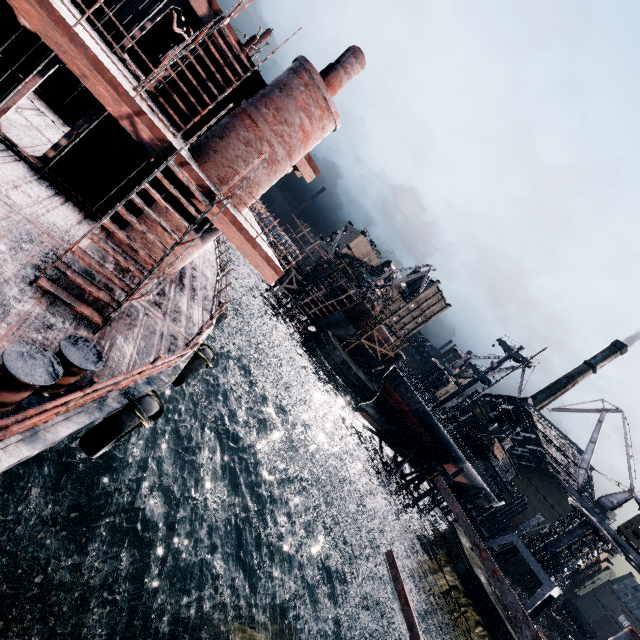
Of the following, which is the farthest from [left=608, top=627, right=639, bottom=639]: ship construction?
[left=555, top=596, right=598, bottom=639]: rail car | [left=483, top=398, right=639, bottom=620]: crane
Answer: [left=555, top=596, right=598, bottom=639]: rail car

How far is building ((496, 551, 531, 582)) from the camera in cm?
5431

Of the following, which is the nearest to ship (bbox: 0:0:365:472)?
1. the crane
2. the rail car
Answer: the crane

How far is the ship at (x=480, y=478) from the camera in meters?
42.1 m

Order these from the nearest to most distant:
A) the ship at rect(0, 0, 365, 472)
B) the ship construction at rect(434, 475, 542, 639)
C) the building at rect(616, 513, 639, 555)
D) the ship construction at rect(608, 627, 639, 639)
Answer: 1. the ship construction at rect(608, 627, 639, 639)
2. the ship construction at rect(434, 475, 542, 639)
3. the ship at rect(0, 0, 365, 472)
4. the building at rect(616, 513, 639, 555)

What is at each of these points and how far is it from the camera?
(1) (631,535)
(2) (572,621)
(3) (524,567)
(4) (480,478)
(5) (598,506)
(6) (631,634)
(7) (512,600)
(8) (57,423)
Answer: (1) building, 35.6m
(2) rail car, 55.3m
(3) building, 54.3m
(4) ship, 50.7m
(5) crane, 39.8m
(6) ship construction, 3.1m
(7) ship construction, 3.9m
(8) ship, 4.9m

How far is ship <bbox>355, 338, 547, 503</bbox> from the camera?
42.1m

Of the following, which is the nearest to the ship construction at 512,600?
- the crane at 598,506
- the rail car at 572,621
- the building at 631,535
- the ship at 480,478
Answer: the ship at 480,478
